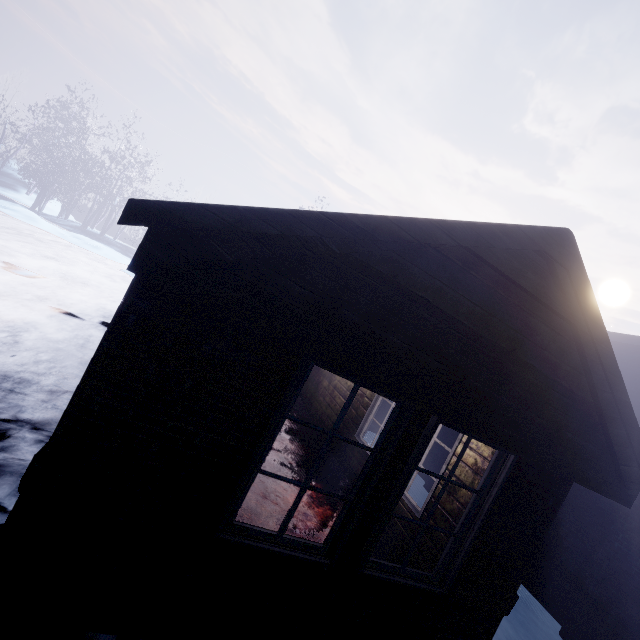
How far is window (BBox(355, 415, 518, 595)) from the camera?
2.3 meters

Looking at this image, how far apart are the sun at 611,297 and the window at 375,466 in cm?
6680

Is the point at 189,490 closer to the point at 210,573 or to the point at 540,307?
the point at 210,573

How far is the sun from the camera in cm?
5119

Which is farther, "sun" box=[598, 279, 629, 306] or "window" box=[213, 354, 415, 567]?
"sun" box=[598, 279, 629, 306]

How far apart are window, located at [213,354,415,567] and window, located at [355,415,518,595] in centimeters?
21cm

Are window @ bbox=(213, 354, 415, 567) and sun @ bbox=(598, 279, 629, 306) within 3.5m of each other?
no

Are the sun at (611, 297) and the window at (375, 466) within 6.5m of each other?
no
